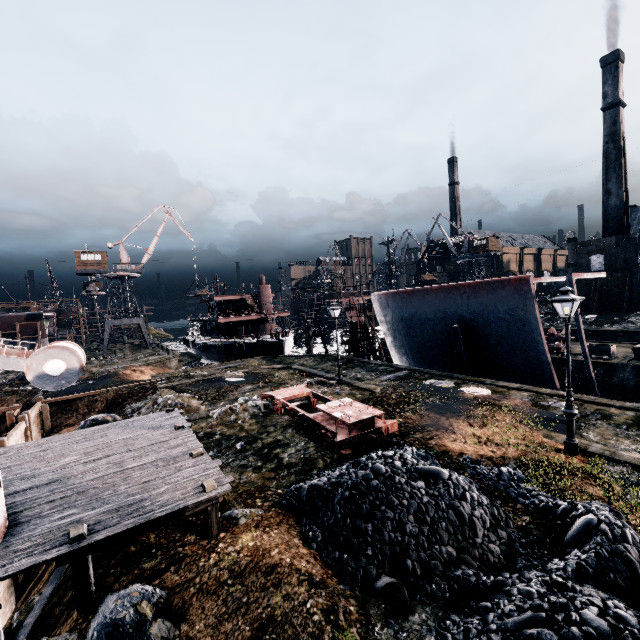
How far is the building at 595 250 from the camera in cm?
5281

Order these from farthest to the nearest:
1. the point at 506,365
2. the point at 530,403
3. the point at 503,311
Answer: the point at 506,365 → the point at 503,311 → the point at 530,403

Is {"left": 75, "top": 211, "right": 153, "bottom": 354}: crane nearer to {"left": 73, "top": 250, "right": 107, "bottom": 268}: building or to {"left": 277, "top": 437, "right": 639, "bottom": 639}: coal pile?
{"left": 73, "top": 250, "right": 107, "bottom": 268}: building

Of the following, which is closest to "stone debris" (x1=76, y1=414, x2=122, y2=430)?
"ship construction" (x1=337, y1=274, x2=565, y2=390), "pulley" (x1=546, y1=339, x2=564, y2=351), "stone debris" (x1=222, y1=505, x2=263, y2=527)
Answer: "stone debris" (x1=222, y1=505, x2=263, y2=527)

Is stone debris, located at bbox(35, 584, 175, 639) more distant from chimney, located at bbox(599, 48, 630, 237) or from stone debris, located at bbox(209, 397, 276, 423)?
chimney, located at bbox(599, 48, 630, 237)

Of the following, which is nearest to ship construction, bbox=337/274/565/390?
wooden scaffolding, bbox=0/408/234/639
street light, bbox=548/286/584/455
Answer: street light, bbox=548/286/584/455

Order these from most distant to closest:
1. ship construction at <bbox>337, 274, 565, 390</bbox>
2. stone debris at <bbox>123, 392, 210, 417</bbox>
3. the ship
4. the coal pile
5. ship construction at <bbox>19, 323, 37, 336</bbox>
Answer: ship construction at <bbox>19, 323, 37, 336</bbox> < the ship < ship construction at <bbox>337, 274, 565, 390</bbox> < stone debris at <bbox>123, 392, 210, 417</bbox> < the coal pile

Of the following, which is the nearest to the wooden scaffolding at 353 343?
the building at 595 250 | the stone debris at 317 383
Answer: the stone debris at 317 383
